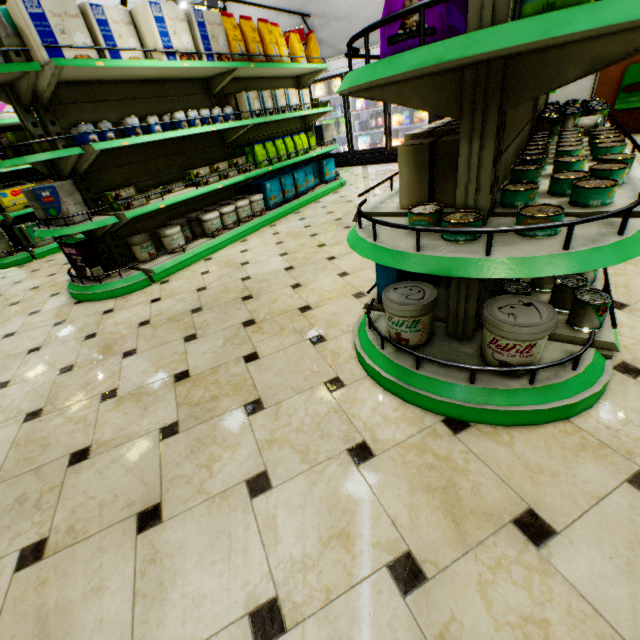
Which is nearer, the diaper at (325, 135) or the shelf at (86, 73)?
the shelf at (86, 73)

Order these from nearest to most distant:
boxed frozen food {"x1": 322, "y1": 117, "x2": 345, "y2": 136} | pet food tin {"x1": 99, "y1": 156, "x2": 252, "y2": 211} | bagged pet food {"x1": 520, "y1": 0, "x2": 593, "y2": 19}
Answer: bagged pet food {"x1": 520, "y1": 0, "x2": 593, "y2": 19}, pet food tin {"x1": 99, "y1": 156, "x2": 252, "y2": 211}, boxed frozen food {"x1": 322, "y1": 117, "x2": 345, "y2": 136}

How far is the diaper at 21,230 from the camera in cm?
520

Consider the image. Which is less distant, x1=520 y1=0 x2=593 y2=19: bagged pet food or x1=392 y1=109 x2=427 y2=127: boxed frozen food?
x1=520 y1=0 x2=593 y2=19: bagged pet food

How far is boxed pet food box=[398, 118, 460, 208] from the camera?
1.5m

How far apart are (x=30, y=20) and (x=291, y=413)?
3.7m

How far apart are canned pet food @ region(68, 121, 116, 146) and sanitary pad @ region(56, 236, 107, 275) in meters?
0.9

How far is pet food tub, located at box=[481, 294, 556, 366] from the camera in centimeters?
124cm
